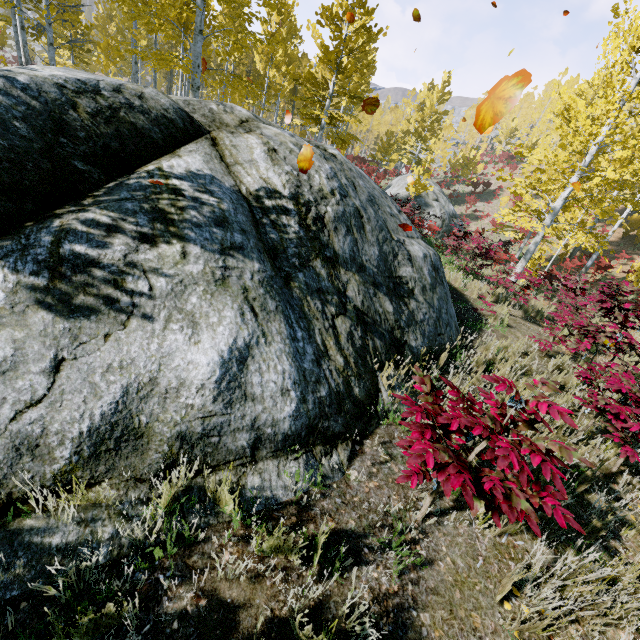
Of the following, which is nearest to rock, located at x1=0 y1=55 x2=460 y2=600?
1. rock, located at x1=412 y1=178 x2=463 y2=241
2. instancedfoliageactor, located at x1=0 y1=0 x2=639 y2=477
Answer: instancedfoliageactor, located at x1=0 y1=0 x2=639 y2=477

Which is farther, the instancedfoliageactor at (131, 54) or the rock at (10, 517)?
the instancedfoliageactor at (131, 54)

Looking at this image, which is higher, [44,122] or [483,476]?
[44,122]

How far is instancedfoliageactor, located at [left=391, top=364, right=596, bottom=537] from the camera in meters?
1.7

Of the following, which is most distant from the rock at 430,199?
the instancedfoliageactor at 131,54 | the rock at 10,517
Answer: the rock at 10,517

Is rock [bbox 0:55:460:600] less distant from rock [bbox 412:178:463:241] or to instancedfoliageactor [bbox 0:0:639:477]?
instancedfoliageactor [bbox 0:0:639:477]

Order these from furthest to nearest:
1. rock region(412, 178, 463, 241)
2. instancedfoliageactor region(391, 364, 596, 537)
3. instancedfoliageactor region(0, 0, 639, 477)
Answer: rock region(412, 178, 463, 241), instancedfoliageactor region(0, 0, 639, 477), instancedfoliageactor region(391, 364, 596, 537)
